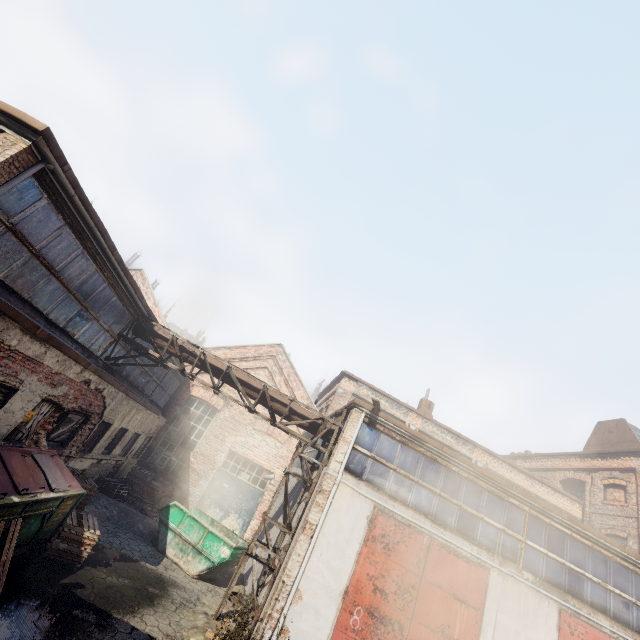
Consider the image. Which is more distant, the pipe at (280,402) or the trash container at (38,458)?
the pipe at (280,402)

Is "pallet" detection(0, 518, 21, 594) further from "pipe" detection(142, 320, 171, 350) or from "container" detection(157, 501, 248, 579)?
"container" detection(157, 501, 248, 579)

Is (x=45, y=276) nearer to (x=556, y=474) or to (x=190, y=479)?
(x=190, y=479)

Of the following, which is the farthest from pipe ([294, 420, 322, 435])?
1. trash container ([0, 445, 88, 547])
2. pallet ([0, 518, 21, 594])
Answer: pallet ([0, 518, 21, 594])

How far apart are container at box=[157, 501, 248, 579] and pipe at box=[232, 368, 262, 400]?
4.42m

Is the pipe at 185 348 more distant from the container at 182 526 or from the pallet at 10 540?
the pallet at 10 540

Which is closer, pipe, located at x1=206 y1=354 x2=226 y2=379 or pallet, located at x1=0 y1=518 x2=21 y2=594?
pallet, located at x1=0 y1=518 x2=21 y2=594
